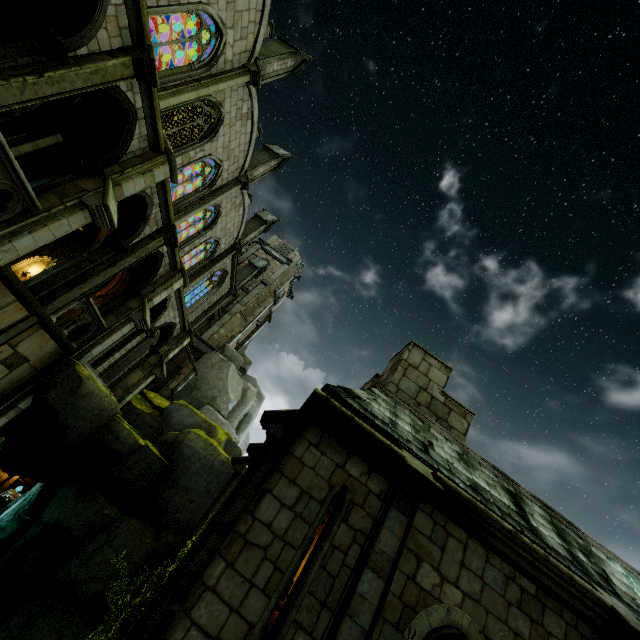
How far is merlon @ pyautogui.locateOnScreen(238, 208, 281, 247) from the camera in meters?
25.6 m

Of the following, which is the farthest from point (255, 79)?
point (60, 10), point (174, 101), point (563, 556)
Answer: point (563, 556)

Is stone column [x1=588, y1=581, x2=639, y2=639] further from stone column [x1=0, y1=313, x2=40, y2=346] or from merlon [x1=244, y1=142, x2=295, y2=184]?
merlon [x1=244, y1=142, x2=295, y2=184]

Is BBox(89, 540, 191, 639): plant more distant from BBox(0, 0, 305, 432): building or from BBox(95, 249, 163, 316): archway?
BBox(95, 249, 163, 316): archway

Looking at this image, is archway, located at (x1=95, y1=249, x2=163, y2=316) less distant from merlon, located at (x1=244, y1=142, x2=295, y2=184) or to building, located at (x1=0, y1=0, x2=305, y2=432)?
building, located at (x1=0, y1=0, x2=305, y2=432)

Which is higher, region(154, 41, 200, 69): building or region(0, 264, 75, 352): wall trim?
region(154, 41, 200, 69): building

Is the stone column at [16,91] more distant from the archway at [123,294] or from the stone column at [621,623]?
the stone column at [621,623]

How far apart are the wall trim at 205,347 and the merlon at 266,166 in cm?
1446
